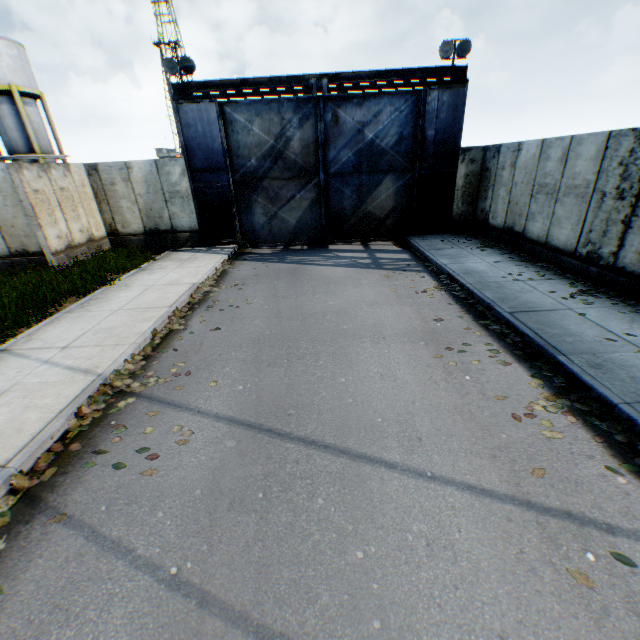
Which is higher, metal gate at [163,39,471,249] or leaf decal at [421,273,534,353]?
metal gate at [163,39,471,249]

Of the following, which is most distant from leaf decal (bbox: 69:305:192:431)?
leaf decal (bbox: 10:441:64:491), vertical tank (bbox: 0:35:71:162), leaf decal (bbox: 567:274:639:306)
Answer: vertical tank (bbox: 0:35:71:162)

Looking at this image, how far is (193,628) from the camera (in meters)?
2.54

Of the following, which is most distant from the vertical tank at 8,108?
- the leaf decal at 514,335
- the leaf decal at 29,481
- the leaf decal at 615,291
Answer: the leaf decal at 615,291

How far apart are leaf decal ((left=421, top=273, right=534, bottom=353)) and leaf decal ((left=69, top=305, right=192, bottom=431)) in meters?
5.3 m

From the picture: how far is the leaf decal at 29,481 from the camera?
3.8m

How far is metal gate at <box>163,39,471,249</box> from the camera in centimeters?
1214cm

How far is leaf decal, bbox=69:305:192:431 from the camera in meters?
4.8 m
